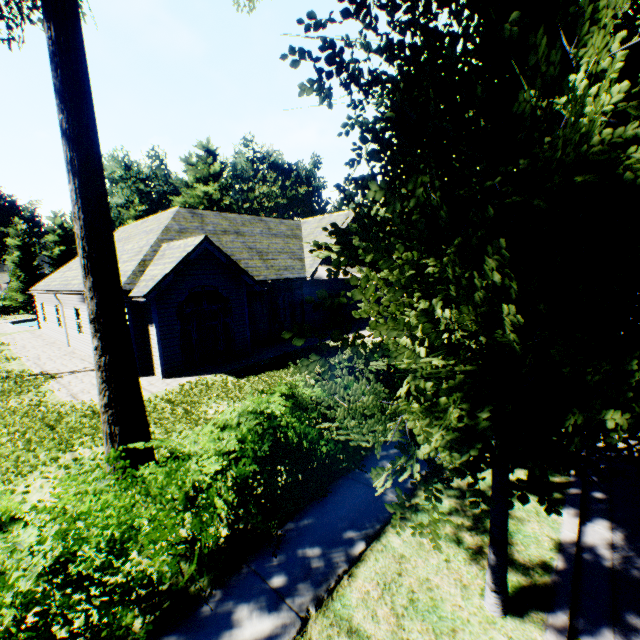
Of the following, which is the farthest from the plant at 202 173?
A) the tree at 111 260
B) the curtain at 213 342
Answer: the curtain at 213 342

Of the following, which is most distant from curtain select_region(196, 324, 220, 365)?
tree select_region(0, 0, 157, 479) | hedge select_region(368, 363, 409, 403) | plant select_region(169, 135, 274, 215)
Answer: plant select_region(169, 135, 274, 215)

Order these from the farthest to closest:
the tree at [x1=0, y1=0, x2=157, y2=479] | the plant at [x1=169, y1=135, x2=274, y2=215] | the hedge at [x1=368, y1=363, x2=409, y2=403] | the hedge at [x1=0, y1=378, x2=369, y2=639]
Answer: the plant at [x1=169, y1=135, x2=274, y2=215]
the hedge at [x1=368, y1=363, x2=409, y2=403]
the tree at [x1=0, y1=0, x2=157, y2=479]
the hedge at [x1=0, y1=378, x2=369, y2=639]

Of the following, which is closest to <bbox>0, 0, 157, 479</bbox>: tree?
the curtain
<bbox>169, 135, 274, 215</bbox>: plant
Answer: <bbox>169, 135, 274, 215</bbox>: plant

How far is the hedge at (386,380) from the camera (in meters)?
6.61

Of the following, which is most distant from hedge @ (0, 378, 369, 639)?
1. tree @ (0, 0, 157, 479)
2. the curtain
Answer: the curtain

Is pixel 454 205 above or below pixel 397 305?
above
